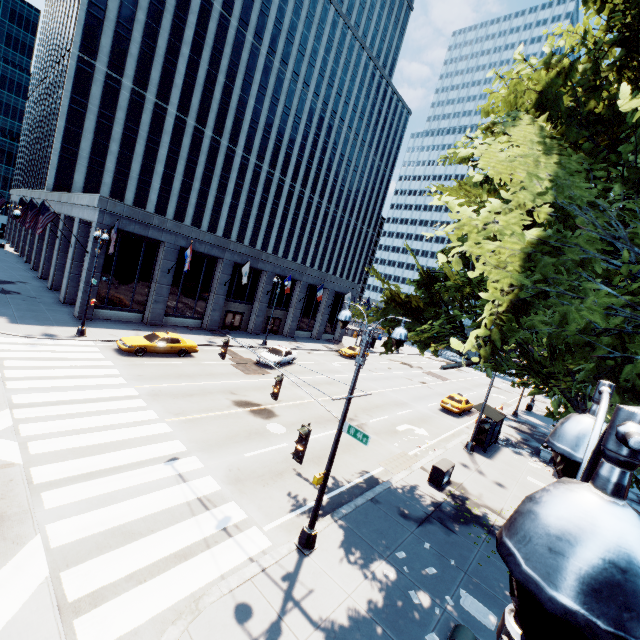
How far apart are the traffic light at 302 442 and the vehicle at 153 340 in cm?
1803

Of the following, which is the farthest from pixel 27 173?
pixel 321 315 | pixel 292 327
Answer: pixel 321 315

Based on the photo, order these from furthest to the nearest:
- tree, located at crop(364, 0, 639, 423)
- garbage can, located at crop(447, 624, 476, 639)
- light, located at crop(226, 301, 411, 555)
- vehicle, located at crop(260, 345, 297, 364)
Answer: vehicle, located at crop(260, 345, 297, 364) → light, located at crop(226, 301, 411, 555) → garbage can, located at crop(447, 624, 476, 639) → tree, located at crop(364, 0, 639, 423)

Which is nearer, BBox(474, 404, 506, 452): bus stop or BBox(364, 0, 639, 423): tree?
BBox(364, 0, 639, 423): tree

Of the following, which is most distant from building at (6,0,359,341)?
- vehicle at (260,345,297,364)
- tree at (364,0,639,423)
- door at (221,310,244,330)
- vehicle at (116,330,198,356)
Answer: tree at (364,0,639,423)

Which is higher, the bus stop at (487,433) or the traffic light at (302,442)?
Answer: the traffic light at (302,442)

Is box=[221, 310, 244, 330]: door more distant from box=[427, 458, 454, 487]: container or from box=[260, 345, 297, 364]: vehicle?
box=[427, 458, 454, 487]: container

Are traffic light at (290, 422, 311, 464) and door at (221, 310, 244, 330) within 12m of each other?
no
